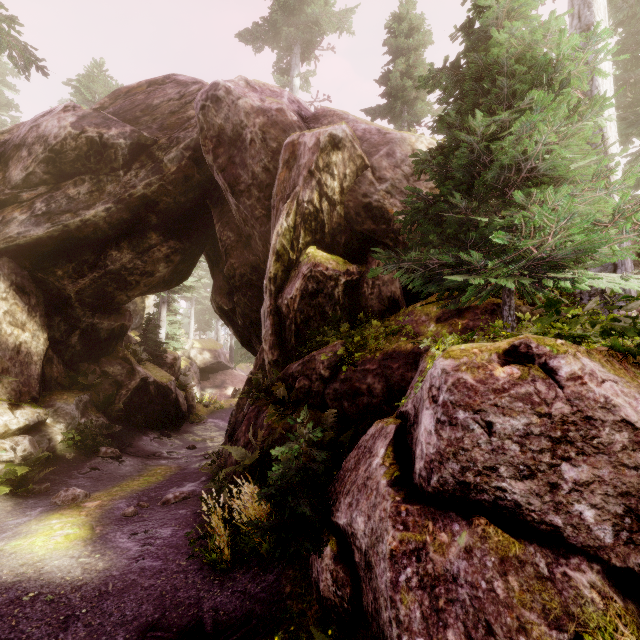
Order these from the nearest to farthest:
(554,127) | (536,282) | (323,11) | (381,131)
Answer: (554,127), (536,282), (381,131), (323,11)

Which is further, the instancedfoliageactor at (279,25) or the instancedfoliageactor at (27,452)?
the instancedfoliageactor at (279,25)

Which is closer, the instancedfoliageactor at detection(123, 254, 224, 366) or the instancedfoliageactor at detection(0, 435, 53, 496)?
the instancedfoliageactor at detection(0, 435, 53, 496)

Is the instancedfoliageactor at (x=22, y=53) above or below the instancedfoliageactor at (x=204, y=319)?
above

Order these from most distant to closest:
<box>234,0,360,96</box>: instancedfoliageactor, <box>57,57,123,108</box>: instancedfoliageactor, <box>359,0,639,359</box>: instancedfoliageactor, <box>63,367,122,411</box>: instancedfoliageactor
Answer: <box>57,57,123,108</box>: instancedfoliageactor → <box>234,0,360,96</box>: instancedfoliageactor → <box>63,367,122,411</box>: instancedfoliageactor → <box>359,0,639,359</box>: instancedfoliageactor
